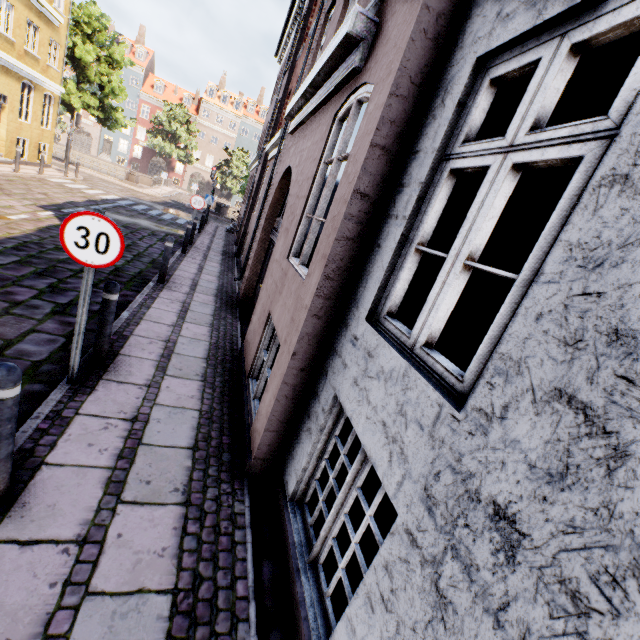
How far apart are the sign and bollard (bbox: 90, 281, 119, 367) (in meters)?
0.56

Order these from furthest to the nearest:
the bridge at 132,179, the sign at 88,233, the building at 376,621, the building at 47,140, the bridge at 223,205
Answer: the bridge at 223,205 → the bridge at 132,179 → the building at 47,140 → the sign at 88,233 → the building at 376,621

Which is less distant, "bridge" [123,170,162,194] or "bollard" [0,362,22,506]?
"bollard" [0,362,22,506]

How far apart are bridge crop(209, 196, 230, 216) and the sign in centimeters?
3296cm

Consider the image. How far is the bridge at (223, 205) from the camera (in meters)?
29.33

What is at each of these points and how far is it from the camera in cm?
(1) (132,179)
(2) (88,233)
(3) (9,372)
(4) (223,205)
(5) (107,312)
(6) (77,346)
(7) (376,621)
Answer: (1) bridge, 2769
(2) sign, 309
(3) bollard, 197
(4) bridge, 3019
(5) bollard, 382
(6) sign pole, 347
(7) building, 156

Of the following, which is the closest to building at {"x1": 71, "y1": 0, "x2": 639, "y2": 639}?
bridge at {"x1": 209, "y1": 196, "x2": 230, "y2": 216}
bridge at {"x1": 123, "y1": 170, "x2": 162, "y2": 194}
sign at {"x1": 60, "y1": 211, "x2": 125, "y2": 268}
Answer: sign at {"x1": 60, "y1": 211, "x2": 125, "y2": 268}

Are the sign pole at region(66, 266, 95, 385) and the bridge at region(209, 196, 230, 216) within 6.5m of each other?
no
